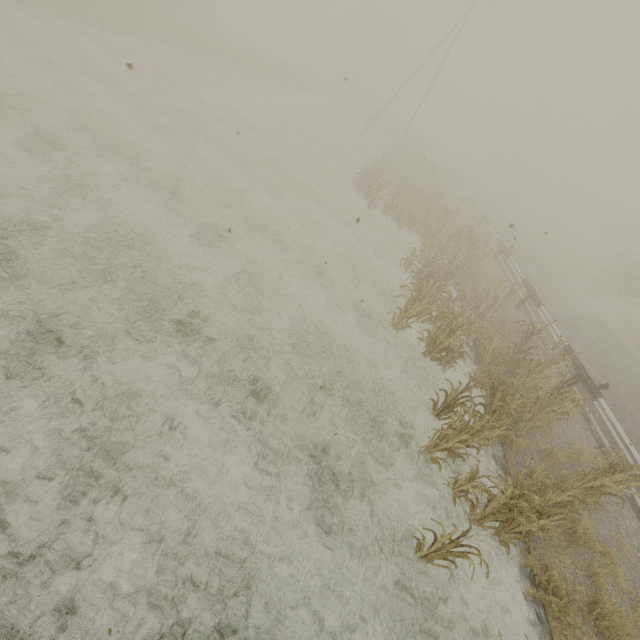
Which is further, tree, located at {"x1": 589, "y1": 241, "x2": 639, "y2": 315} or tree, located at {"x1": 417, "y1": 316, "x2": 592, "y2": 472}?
tree, located at {"x1": 589, "y1": 241, "x2": 639, "y2": 315}

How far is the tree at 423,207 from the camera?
9.1 meters

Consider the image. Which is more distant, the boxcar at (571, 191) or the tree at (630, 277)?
the boxcar at (571, 191)

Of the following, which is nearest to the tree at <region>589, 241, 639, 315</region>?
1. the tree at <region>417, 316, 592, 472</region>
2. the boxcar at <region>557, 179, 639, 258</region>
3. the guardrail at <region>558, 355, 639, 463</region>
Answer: the guardrail at <region>558, 355, 639, 463</region>

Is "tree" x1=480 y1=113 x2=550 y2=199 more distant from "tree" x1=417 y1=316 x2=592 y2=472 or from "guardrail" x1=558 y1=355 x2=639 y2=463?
"tree" x1=417 y1=316 x2=592 y2=472

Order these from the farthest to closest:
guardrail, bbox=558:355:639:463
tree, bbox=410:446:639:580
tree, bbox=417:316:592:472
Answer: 1. guardrail, bbox=558:355:639:463
2. tree, bbox=417:316:592:472
3. tree, bbox=410:446:639:580

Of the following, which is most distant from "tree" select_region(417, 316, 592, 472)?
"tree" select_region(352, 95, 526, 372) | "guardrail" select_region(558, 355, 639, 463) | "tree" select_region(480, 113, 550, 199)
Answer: "tree" select_region(480, 113, 550, 199)

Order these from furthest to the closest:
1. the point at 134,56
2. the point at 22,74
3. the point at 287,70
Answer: the point at 287,70 → the point at 134,56 → the point at 22,74
